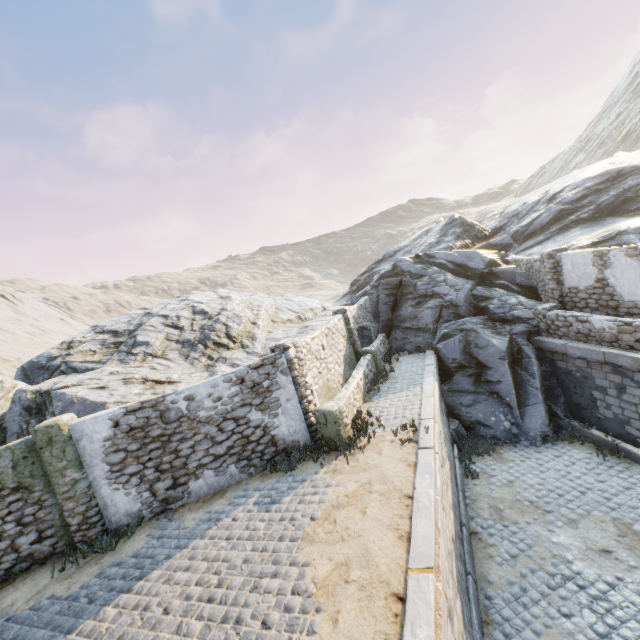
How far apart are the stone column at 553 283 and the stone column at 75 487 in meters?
15.6

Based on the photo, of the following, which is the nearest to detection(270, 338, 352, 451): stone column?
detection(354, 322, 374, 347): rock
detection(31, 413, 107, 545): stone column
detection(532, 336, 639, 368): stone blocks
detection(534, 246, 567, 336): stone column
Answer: detection(532, 336, 639, 368): stone blocks

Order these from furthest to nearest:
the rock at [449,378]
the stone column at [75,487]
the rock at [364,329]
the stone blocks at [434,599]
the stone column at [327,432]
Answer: the rock at [364,329], the rock at [449,378], the stone column at [327,432], the stone column at [75,487], the stone blocks at [434,599]

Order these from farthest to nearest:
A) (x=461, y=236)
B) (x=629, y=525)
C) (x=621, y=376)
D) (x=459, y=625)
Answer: (x=461, y=236), (x=621, y=376), (x=629, y=525), (x=459, y=625)

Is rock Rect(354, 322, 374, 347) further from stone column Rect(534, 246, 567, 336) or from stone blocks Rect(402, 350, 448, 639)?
stone column Rect(534, 246, 567, 336)

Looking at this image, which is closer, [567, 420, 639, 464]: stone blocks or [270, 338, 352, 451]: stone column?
[270, 338, 352, 451]: stone column

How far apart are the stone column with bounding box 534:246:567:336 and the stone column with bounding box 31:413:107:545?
15.6 meters

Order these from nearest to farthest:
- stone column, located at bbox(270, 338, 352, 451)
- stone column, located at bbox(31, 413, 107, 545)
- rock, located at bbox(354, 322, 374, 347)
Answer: stone column, located at bbox(31, 413, 107, 545) < stone column, located at bbox(270, 338, 352, 451) < rock, located at bbox(354, 322, 374, 347)
